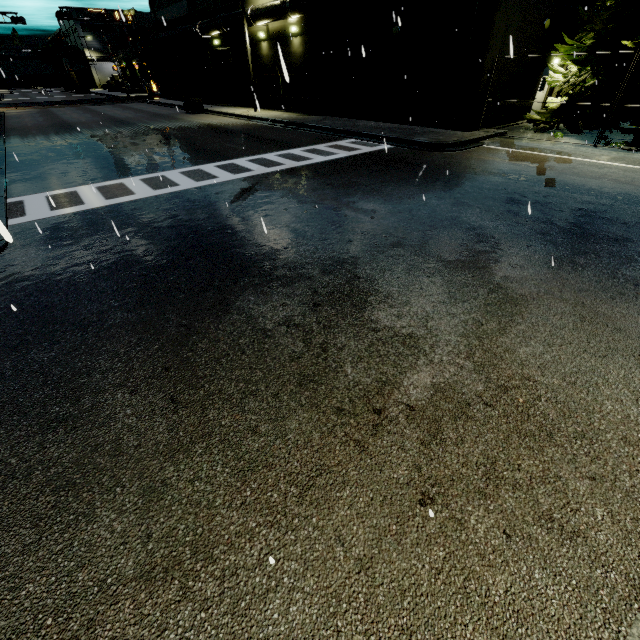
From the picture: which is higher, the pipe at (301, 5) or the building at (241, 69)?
the pipe at (301, 5)

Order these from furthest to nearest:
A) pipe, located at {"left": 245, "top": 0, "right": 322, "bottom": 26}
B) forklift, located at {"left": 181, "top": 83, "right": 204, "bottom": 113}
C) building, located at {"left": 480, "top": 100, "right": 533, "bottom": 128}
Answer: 1. forklift, located at {"left": 181, "top": 83, "right": 204, "bottom": 113}
2. pipe, located at {"left": 245, "top": 0, "right": 322, "bottom": 26}
3. building, located at {"left": 480, "top": 100, "right": 533, "bottom": 128}

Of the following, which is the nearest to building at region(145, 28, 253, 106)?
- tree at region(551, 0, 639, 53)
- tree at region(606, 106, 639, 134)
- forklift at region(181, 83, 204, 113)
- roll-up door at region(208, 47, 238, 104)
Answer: roll-up door at region(208, 47, 238, 104)

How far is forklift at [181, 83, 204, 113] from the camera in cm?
2830

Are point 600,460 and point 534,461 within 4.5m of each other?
yes

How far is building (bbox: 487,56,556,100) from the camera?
15.77m

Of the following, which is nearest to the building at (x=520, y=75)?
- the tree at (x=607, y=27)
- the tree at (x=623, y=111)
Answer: the tree at (x=607, y=27)
